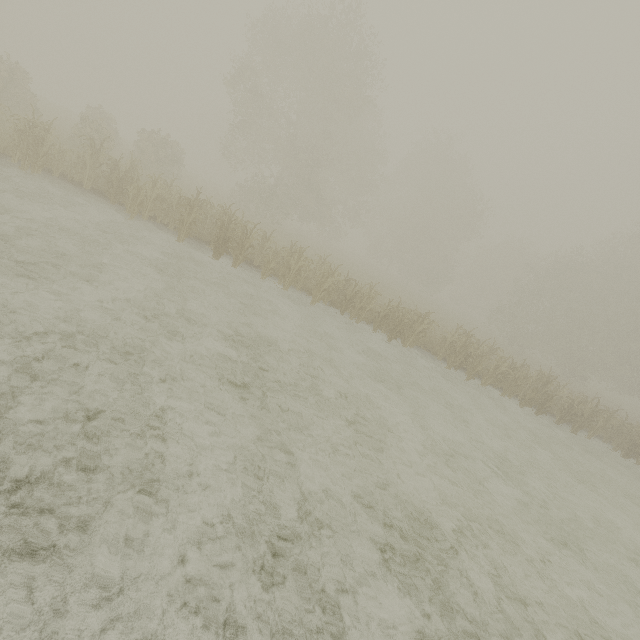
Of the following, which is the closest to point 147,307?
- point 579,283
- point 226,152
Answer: point 579,283
